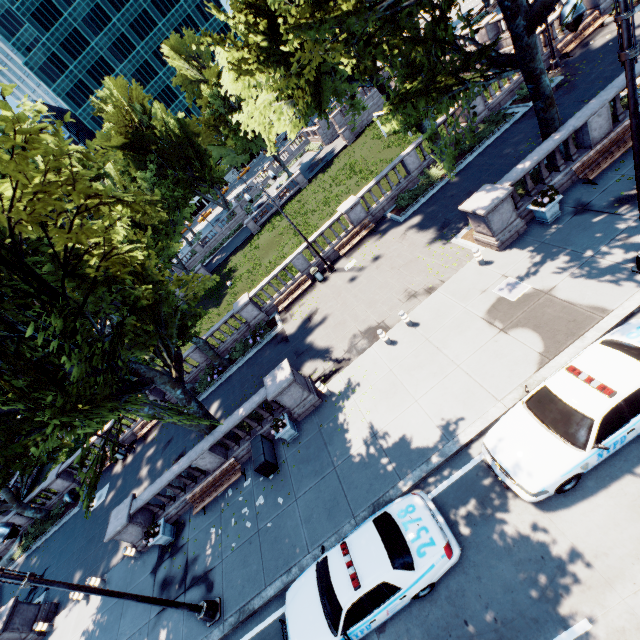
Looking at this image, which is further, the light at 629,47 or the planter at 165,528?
the planter at 165,528

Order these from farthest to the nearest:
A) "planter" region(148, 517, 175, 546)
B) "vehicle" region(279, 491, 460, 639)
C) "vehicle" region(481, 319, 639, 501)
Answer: "planter" region(148, 517, 175, 546) < "vehicle" region(279, 491, 460, 639) < "vehicle" region(481, 319, 639, 501)

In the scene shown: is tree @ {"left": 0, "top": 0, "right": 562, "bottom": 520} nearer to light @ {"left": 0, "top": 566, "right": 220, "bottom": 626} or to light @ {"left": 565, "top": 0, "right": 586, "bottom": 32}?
light @ {"left": 565, "top": 0, "right": 586, "bottom": 32}

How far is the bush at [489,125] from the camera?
19.61m

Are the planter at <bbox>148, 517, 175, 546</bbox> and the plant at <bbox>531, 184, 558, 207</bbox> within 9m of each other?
no

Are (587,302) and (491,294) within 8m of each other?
yes

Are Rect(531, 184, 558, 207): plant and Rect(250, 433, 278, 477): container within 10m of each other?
no

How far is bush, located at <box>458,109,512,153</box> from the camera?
19.6m
